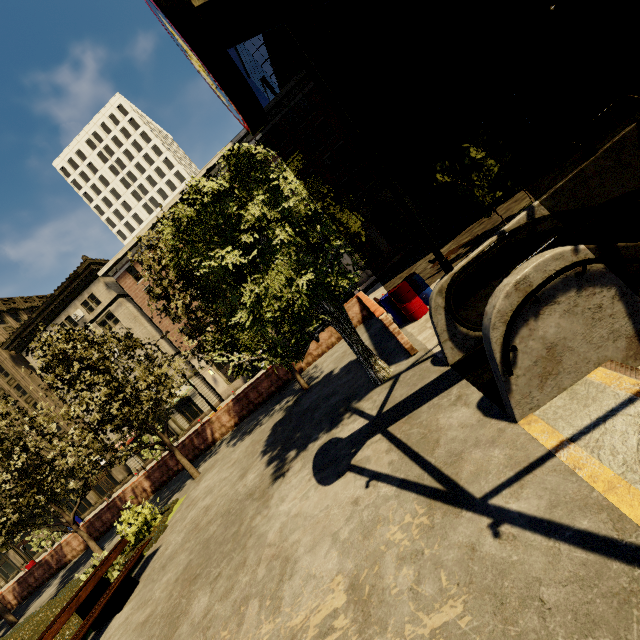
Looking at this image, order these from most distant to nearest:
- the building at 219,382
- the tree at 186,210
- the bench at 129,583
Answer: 1. the building at 219,382
2. the bench at 129,583
3. the tree at 186,210

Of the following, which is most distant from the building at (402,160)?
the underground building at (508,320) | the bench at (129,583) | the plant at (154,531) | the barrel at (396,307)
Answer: the underground building at (508,320)

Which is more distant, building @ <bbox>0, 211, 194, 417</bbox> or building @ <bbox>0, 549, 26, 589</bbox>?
building @ <bbox>0, 549, 26, 589</bbox>

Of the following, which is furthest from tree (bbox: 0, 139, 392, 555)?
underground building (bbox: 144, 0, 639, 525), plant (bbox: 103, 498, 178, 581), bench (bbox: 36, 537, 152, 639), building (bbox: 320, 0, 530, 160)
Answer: building (bbox: 320, 0, 530, 160)

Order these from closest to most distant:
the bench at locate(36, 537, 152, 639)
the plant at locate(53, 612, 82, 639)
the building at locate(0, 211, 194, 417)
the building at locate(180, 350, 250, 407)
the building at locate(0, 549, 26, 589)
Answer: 1. the bench at locate(36, 537, 152, 639)
2. the plant at locate(53, 612, 82, 639)
3. the building at locate(0, 211, 194, 417)
4. the building at locate(180, 350, 250, 407)
5. the building at locate(0, 549, 26, 589)

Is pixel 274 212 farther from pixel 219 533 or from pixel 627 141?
pixel 219 533

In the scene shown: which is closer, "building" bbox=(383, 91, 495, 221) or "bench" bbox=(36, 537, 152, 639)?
"bench" bbox=(36, 537, 152, 639)
